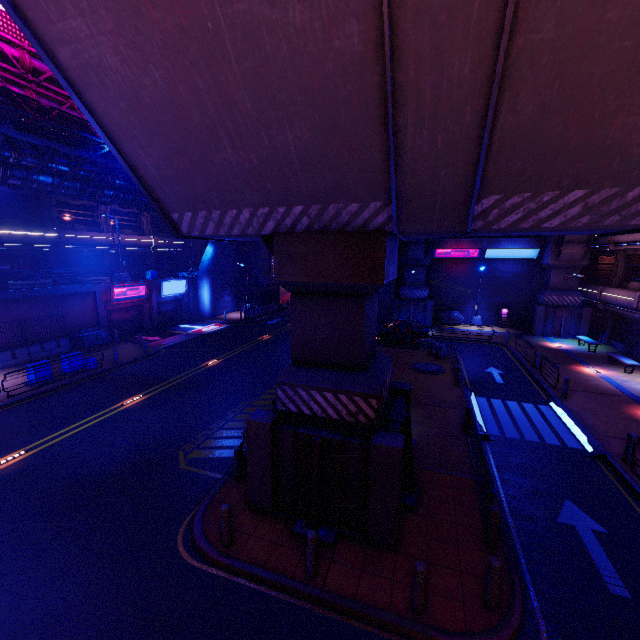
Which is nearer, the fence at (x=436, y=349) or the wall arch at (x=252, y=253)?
the fence at (x=436, y=349)

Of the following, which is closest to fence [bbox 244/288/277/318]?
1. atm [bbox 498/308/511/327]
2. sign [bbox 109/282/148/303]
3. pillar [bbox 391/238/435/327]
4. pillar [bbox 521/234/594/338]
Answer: sign [bbox 109/282/148/303]

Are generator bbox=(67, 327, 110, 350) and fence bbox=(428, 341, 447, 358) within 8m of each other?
no

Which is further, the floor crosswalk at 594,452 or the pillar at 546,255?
the pillar at 546,255

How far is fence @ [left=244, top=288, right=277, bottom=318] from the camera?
35.8 meters

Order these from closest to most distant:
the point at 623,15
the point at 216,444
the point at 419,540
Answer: the point at 623,15, the point at 419,540, the point at 216,444

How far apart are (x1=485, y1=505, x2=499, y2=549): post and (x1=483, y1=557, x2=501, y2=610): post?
1.3 meters

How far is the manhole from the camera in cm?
1941
